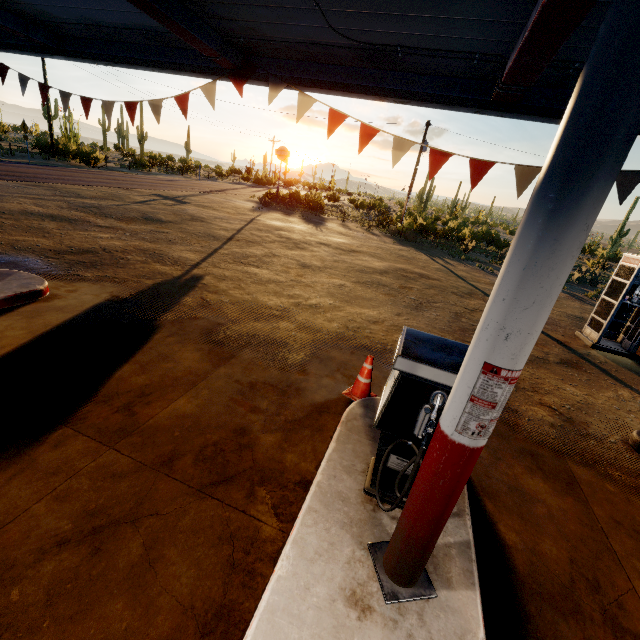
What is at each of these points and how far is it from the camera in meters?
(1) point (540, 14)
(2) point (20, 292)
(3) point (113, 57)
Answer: (1) beam, 2.2
(2) curb, 5.5
(3) roof trim, 5.2

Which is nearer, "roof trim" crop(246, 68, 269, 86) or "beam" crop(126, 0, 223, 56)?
"beam" crop(126, 0, 223, 56)

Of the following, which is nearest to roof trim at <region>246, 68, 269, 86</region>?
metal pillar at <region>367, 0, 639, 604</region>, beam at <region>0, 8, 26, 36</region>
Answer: beam at <region>0, 8, 26, 36</region>

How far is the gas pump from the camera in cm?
238

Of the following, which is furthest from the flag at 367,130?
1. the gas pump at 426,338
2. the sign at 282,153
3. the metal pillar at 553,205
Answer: the sign at 282,153

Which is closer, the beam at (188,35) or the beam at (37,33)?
the beam at (188,35)

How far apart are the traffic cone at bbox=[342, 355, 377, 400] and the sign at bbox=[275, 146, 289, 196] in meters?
27.7 m
